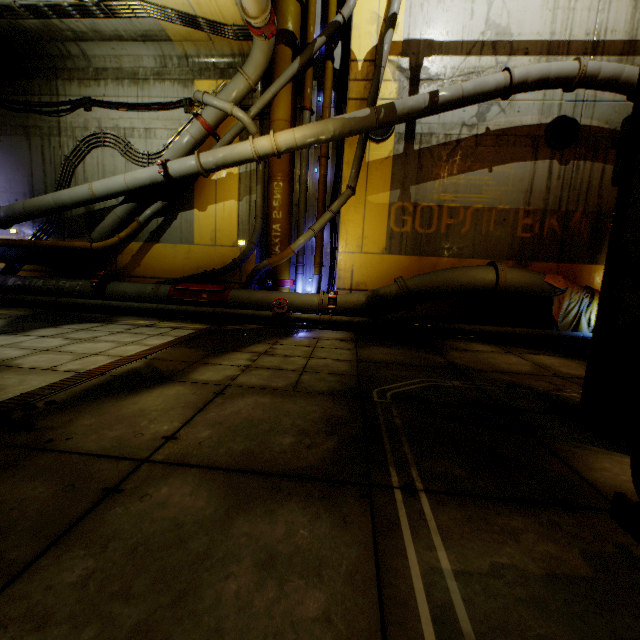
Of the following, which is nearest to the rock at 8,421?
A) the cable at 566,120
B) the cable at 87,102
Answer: the cable at 87,102

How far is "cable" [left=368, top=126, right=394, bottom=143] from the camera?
8.57m

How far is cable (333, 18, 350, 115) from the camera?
8.7m

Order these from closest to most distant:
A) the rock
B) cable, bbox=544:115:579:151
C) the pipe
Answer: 1. the rock
2. the pipe
3. cable, bbox=544:115:579:151

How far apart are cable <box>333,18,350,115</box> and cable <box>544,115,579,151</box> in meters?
5.2 m

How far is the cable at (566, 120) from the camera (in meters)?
8.16

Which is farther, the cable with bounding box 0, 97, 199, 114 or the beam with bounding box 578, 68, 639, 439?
the cable with bounding box 0, 97, 199, 114

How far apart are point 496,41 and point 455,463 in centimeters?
1057cm
